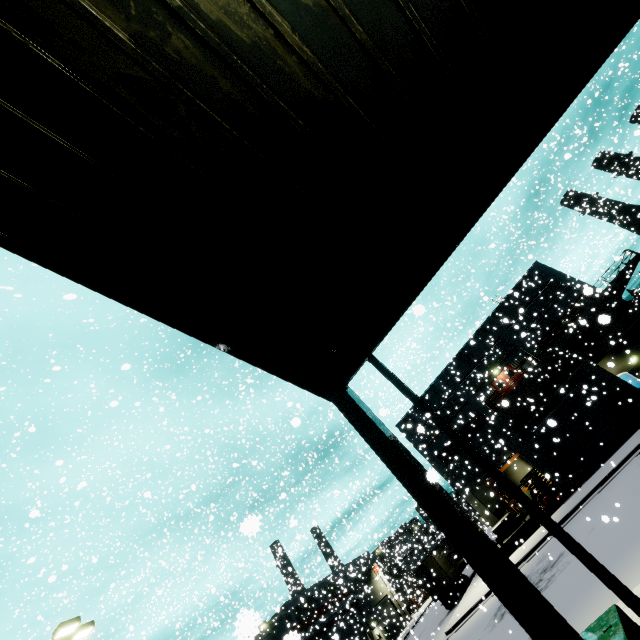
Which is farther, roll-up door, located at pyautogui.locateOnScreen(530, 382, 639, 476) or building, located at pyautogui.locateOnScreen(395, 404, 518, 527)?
building, located at pyautogui.locateOnScreen(395, 404, 518, 527)

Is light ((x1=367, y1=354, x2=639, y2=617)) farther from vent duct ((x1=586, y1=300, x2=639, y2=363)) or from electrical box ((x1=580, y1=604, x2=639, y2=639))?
vent duct ((x1=586, y1=300, x2=639, y2=363))

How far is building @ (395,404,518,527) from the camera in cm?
3148

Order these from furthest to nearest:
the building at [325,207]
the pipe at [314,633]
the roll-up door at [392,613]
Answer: the roll-up door at [392,613], the pipe at [314,633], the building at [325,207]

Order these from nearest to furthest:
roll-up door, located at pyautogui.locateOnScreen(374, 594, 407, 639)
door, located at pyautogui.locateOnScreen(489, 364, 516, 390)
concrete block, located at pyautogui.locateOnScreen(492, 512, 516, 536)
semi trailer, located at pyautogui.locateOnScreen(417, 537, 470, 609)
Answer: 1. concrete block, located at pyautogui.locateOnScreen(492, 512, 516, 536)
2. door, located at pyautogui.locateOnScreen(489, 364, 516, 390)
3. semi trailer, located at pyautogui.locateOnScreen(417, 537, 470, 609)
4. roll-up door, located at pyautogui.locateOnScreen(374, 594, 407, 639)

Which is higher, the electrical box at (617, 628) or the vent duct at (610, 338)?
the vent duct at (610, 338)

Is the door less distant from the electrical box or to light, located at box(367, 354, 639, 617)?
light, located at box(367, 354, 639, 617)

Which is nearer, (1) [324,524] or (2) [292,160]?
(2) [292,160]
